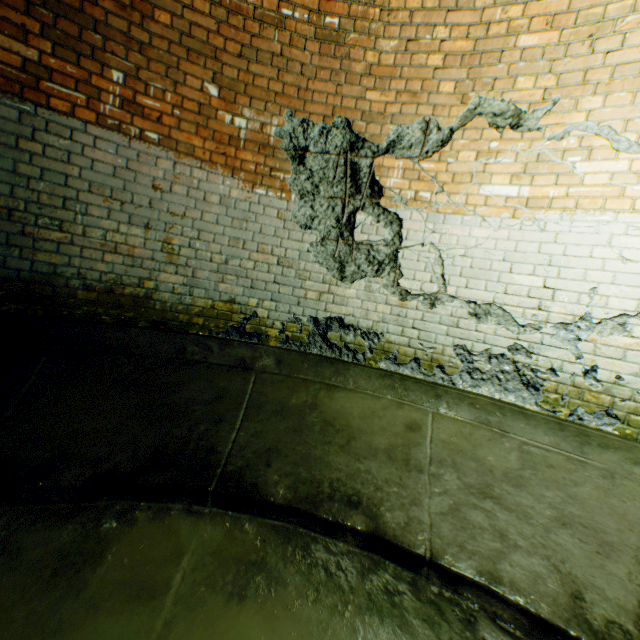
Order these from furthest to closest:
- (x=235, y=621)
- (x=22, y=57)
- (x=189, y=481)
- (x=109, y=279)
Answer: (x=109, y=279)
(x=22, y=57)
(x=189, y=481)
(x=235, y=621)
